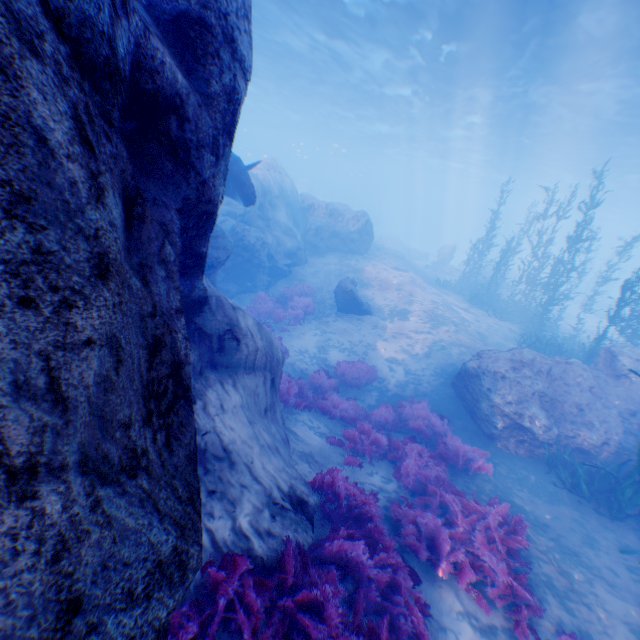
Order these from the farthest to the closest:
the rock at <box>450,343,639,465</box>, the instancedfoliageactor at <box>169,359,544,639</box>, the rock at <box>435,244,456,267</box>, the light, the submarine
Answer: the submarine → the rock at <box>435,244,456,267</box> → the light → the rock at <box>450,343,639,465</box> → the instancedfoliageactor at <box>169,359,544,639</box>

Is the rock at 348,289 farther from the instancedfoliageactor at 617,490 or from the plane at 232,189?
the instancedfoliageactor at 617,490

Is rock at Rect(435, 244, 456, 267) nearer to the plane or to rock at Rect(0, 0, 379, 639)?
rock at Rect(0, 0, 379, 639)

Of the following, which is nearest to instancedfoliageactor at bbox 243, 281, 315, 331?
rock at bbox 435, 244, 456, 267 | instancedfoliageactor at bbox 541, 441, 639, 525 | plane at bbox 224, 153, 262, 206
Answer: instancedfoliageactor at bbox 541, 441, 639, 525

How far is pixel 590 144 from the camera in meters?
24.8

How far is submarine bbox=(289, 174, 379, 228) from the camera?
54.84m

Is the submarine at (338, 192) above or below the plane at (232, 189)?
above

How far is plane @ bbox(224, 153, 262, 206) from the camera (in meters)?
11.52
